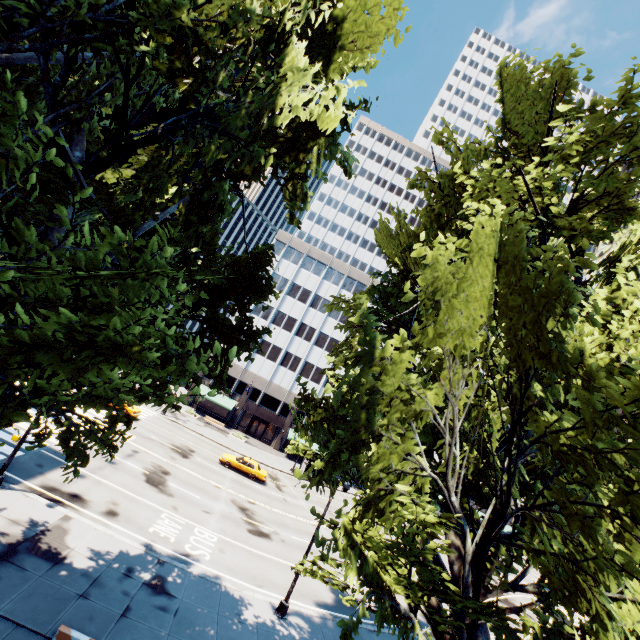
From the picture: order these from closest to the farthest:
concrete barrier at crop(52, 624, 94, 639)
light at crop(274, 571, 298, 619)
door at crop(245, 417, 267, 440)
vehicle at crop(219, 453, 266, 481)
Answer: concrete barrier at crop(52, 624, 94, 639) < light at crop(274, 571, 298, 619) < vehicle at crop(219, 453, 266, 481) < door at crop(245, 417, 267, 440)

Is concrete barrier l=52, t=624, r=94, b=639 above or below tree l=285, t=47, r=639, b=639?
below

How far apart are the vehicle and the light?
16.84m

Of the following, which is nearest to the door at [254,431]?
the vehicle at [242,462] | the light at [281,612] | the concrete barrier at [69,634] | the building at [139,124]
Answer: the vehicle at [242,462]

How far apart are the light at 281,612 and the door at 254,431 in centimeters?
3456cm

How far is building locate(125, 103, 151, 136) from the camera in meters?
57.9 m

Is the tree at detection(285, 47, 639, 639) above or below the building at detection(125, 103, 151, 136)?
below

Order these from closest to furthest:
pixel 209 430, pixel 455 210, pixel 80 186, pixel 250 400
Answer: pixel 80 186
pixel 455 210
pixel 209 430
pixel 250 400
